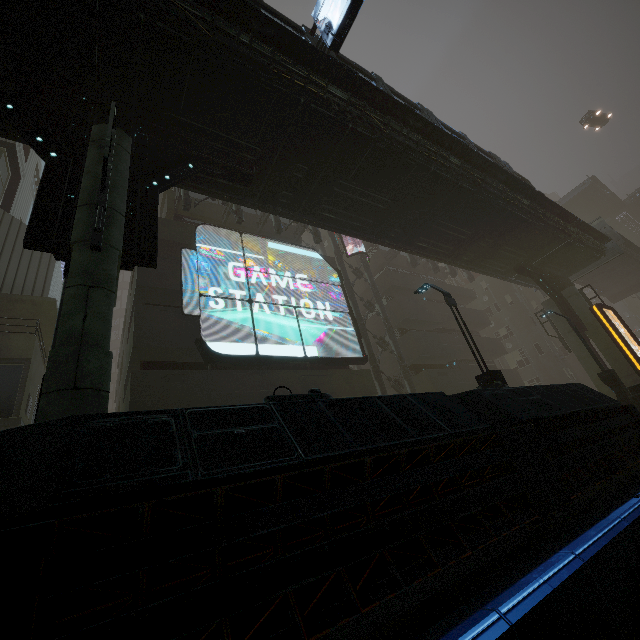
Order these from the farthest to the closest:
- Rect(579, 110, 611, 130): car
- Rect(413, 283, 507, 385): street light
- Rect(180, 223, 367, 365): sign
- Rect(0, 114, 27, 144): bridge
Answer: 1. Rect(579, 110, 611, 130): car
2. Rect(180, 223, 367, 365): sign
3. Rect(413, 283, 507, 385): street light
4. Rect(0, 114, 27, 144): bridge

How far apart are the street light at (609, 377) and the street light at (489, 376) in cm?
967

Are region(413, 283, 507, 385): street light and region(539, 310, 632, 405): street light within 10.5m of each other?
yes

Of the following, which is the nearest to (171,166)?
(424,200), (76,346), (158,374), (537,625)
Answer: (76,346)

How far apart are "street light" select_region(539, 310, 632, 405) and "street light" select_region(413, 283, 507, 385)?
9.7 meters

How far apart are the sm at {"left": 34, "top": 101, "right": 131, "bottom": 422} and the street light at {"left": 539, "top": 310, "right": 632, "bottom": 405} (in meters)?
19.84

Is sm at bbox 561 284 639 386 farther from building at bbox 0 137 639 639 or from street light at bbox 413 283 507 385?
street light at bbox 413 283 507 385

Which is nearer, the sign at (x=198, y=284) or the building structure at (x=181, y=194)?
the sign at (x=198, y=284)
